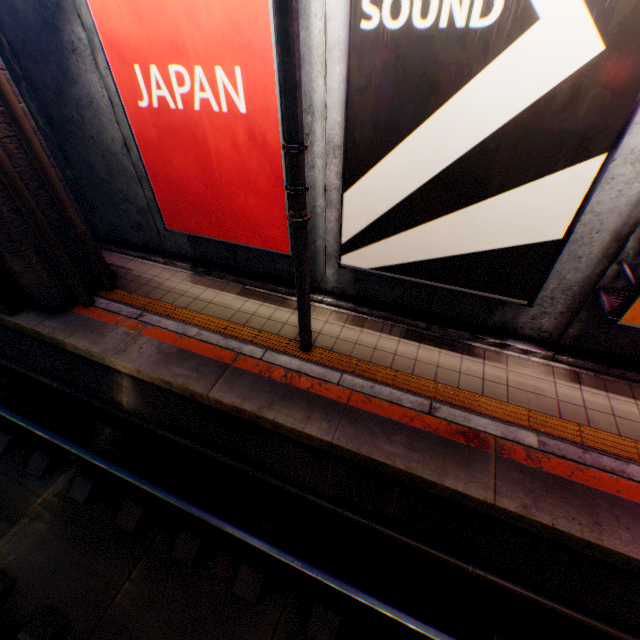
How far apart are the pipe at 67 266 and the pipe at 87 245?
0.2m

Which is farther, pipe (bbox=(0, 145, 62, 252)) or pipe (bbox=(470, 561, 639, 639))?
pipe (bbox=(0, 145, 62, 252))

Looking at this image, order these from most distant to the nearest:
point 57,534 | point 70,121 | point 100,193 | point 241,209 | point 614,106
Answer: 1. point 100,193
2. point 70,121
3. point 241,209
4. point 57,534
5. point 614,106

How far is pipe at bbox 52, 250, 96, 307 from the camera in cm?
575

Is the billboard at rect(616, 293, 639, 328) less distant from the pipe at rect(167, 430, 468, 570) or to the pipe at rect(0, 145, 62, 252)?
the pipe at rect(167, 430, 468, 570)

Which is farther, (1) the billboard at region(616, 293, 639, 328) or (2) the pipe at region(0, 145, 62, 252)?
(2) the pipe at region(0, 145, 62, 252)

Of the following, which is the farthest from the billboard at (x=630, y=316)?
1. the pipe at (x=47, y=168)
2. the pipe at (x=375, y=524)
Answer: the pipe at (x=47, y=168)

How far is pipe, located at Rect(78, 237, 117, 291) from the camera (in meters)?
6.11
